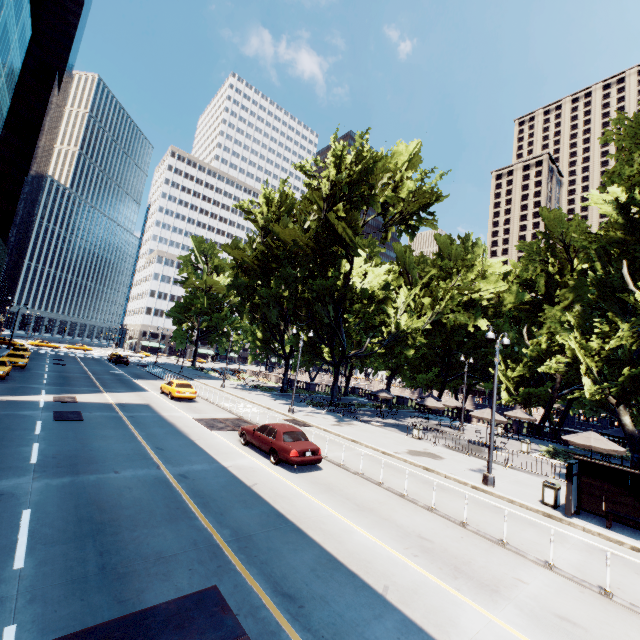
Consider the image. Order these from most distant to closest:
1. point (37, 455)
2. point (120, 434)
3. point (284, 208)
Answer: point (284, 208)
point (120, 434)
point (37, 455)

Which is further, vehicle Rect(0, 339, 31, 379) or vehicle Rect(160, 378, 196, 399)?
vehicle Rect(160, 378, 196, 399)

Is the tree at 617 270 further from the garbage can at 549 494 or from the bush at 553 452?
the garbage can at 549 494

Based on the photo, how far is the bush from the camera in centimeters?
2377cm

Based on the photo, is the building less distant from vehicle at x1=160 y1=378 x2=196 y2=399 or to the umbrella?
vehicle at x1=160 y1=378 x2=196 y2=399

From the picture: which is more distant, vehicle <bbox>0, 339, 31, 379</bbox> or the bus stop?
vehicle <bbox>0, 339, 31, 379</bbox>

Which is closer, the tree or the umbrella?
the tree

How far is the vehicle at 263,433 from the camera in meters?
13.6
